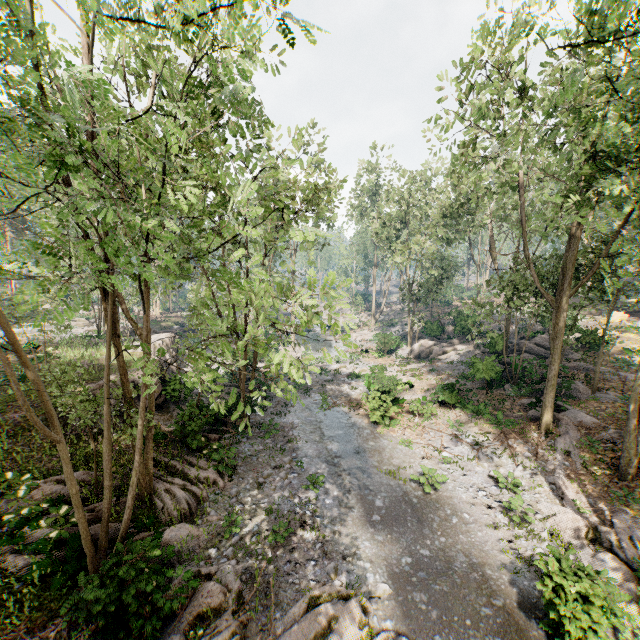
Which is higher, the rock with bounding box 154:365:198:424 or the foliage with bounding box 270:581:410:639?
the rock with bounding box 154:365:198:424

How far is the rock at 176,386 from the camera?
16.14m

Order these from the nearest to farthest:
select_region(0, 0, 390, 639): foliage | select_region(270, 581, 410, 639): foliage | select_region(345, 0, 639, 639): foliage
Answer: select_region(0, 0, 390, 639): foliage → select_region(270, 581, 410, 639): foliage → select_region(345, 0, 639, 639): foliage

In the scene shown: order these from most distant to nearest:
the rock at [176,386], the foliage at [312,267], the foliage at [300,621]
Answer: the rock at [176,386]
the foliage at [300,621]
the foliage at [312,267]

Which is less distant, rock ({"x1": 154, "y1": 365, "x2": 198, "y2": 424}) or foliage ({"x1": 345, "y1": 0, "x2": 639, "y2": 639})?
foliage ({"x1": 345, "y1": 0, "x2": 639, "y2": 639})

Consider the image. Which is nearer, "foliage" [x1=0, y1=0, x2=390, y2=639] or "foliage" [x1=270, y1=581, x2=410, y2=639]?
"foliage" [x1=0, y1=0, x2=390, y2=639]

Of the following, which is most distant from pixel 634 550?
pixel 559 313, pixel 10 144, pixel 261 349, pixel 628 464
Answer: pixel 10 144
